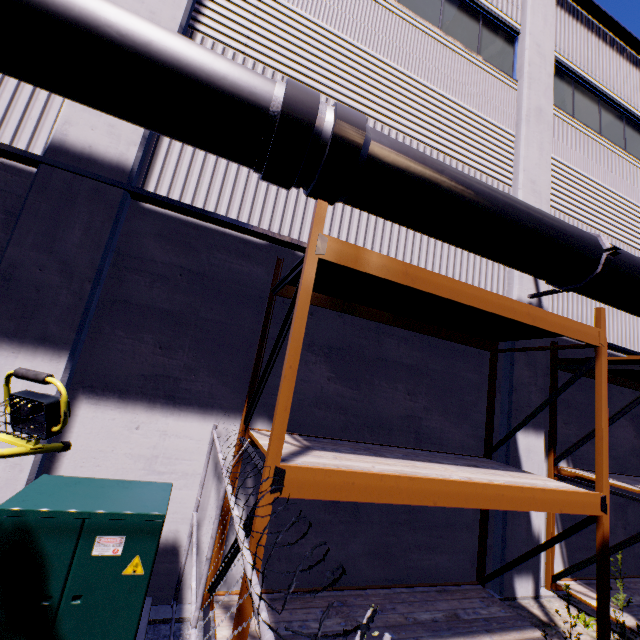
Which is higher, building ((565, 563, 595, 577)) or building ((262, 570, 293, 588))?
building ((565, 563, 595, 577))

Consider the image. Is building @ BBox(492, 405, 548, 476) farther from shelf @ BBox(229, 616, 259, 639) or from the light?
the light

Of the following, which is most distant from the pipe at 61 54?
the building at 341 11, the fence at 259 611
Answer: the fence at 259 611

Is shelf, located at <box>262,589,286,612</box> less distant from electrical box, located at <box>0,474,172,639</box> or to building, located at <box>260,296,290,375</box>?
building, located at <box>260,296,290,375</box>

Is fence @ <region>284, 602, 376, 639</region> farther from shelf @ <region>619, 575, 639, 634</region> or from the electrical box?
shelf @ <region>619, 575, 639, 634</region>

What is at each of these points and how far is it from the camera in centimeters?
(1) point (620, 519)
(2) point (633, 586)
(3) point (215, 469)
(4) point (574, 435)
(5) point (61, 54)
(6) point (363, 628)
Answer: (1) building, 706cm
(2) shelf, 636cm
(3) building, 433cm
(4) building, 691cm
(5) pipe, 308cm
(6) fence, 61cm

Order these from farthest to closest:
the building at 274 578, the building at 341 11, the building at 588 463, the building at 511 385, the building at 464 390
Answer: the building at 588 463 → the building at 511 385 → the building at 341 11 → the building at 464 390 → the building at 274 578

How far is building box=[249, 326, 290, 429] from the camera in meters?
4.6 m
